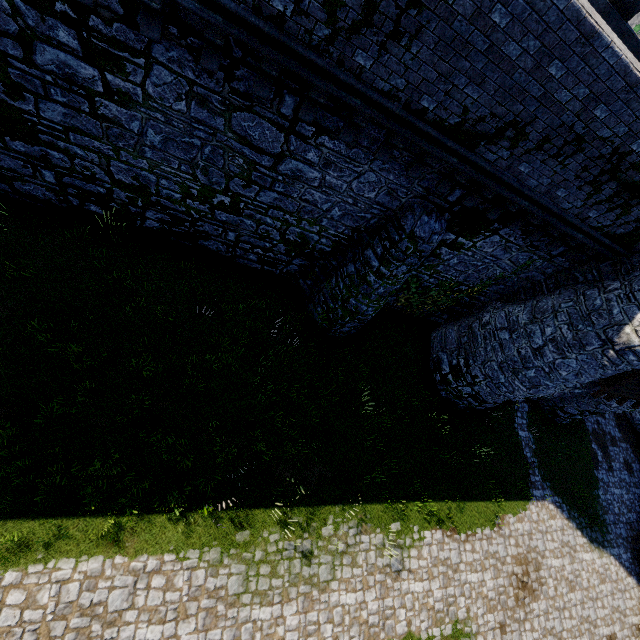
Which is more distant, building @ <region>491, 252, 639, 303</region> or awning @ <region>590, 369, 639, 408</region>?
awning @ <region>590, 369, 639, 408</region>

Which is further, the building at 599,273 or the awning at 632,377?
the awning at 632,377

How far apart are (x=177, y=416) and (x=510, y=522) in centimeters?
1467cm
